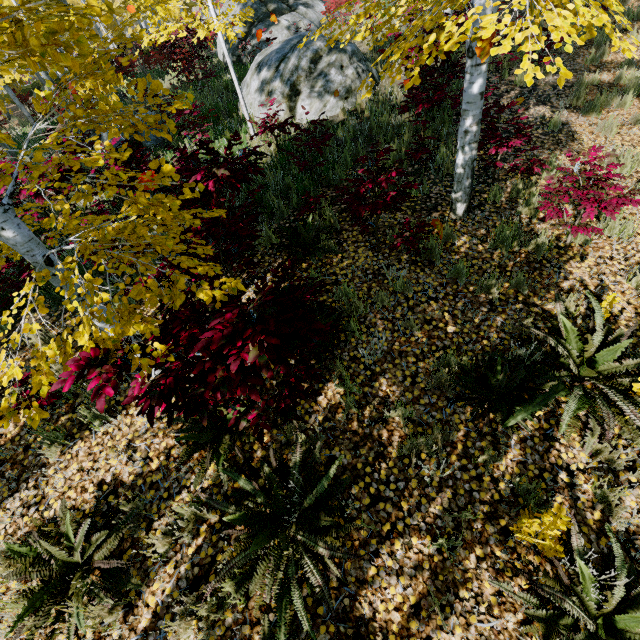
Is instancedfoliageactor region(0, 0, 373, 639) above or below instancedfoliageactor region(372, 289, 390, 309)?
above

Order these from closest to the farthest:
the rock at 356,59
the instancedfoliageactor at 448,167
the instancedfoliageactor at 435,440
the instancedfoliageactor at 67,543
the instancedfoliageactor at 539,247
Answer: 1. the instancedfoliageactor at 67,543
2. the instancedfoliageactor at 435,440
3. the instancedfoliageactor at 539,247
4. the instancedfoliageactor at 448,167
5. the rock at 356,59

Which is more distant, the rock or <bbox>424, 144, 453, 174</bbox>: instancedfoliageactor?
the rock

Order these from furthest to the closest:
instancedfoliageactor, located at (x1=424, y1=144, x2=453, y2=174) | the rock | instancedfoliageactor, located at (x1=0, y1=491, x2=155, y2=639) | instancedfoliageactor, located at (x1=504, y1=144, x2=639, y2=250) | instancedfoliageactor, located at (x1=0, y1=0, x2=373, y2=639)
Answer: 1. the rock
2. instancedfoliageactor, located at (x1=424, y1=144, x2=453, y2=174)
3. instancedfoliageactor, located at (x1=504, y1=144, x2=639, y2=250)
4. instancedfoliageactor, located at (x1=0, y1=491, x2=155, y2=639)
5. instancedfoliageactor, located at (x1=0, y1=0, x2=373, y2=639)

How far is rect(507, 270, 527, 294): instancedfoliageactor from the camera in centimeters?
407cm

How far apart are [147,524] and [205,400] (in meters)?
1.57

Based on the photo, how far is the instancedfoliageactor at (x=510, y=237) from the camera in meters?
4.4 m
